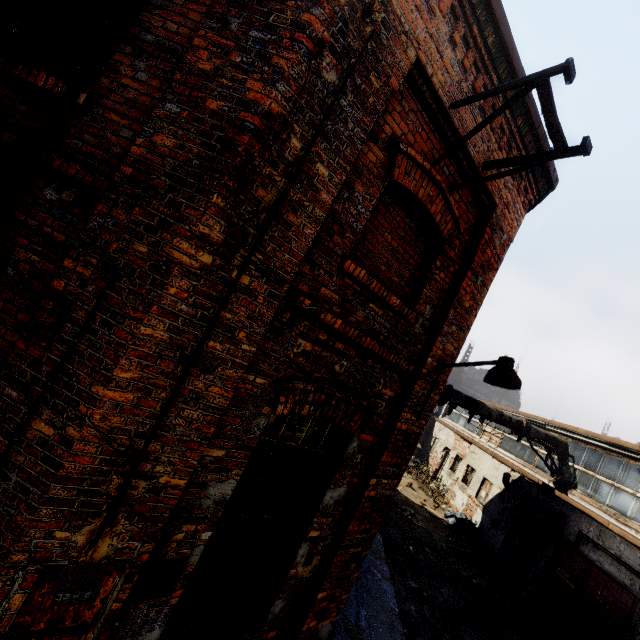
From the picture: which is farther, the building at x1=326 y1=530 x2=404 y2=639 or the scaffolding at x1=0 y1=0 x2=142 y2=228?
the building at x1=326 y1=530 x2=404 y2=639

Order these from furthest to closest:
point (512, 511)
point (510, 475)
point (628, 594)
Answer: point (510, 475) < point (512, 511) < point (628, 594)

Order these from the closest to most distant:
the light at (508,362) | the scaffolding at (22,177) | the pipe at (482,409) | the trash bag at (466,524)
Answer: the scaffolding at (22,177), the light at (508,362), the pipe at (482,409), the trash bag at (466,524)

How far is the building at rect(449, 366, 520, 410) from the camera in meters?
49.3

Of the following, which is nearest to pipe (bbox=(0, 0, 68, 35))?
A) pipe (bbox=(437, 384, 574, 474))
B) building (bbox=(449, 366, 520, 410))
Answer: pipe (bbox=(437, 384, 574, 474))

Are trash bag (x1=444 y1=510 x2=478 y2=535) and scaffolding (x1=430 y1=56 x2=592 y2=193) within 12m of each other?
no

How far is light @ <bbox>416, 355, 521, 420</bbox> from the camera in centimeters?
390cm

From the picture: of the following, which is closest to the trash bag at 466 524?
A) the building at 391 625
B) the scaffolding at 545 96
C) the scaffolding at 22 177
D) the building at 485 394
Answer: the building at 391 625
